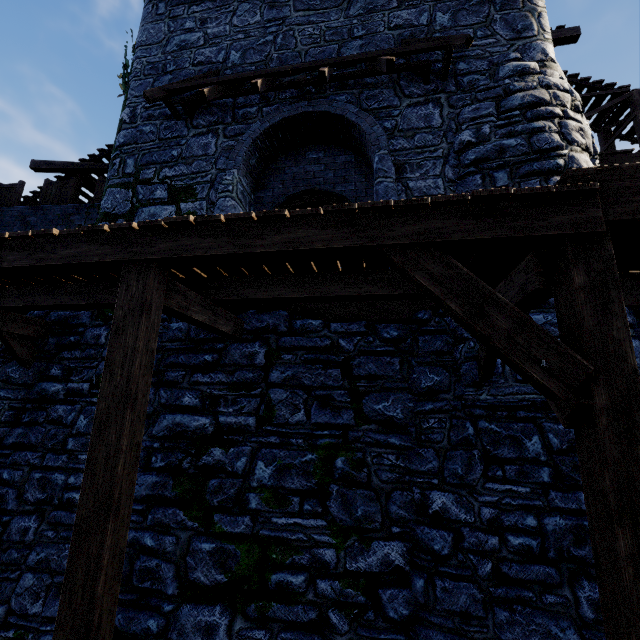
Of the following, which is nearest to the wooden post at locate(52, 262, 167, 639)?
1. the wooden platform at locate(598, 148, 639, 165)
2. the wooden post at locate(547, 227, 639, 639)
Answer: the wooden post at locate(547, 227, 639, 639)

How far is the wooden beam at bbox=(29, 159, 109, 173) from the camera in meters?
11.9

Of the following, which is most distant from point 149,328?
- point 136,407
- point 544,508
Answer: point 544,508

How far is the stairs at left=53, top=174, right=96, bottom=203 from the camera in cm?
1222

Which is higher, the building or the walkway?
the building

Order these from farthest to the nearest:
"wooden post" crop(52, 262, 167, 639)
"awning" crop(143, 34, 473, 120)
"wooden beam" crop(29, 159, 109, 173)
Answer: "wooden beam" crop(29, 159, 109, 173) < "awning" crop(143, 34, 473, 120) < "wooden post" crop(52, 262, 167, 639)

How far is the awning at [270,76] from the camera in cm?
582

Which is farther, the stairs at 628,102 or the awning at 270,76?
the stairs at 628,102
